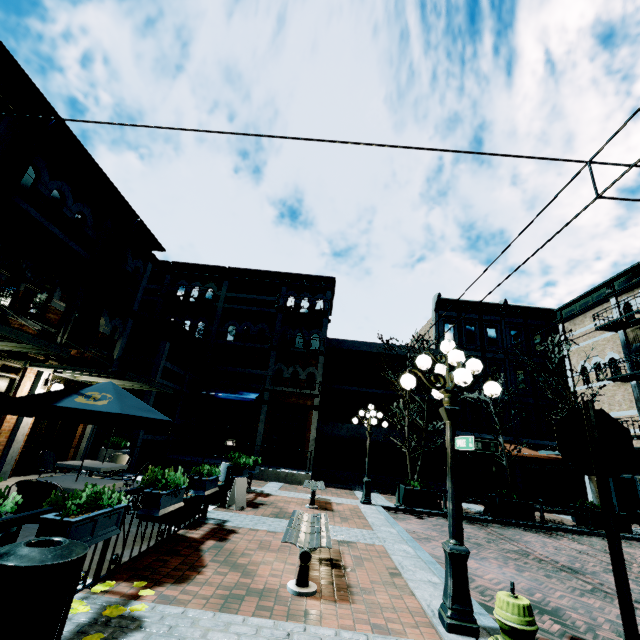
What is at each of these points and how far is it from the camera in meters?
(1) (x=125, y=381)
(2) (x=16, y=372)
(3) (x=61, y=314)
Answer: (1) awning, 10.9 m
(2) building, 9.3 m
(3) building, 10.4 m

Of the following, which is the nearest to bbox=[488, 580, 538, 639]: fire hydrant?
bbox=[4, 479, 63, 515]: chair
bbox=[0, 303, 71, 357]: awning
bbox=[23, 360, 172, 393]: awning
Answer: bbox=[4, 479, 63, 515]: chair

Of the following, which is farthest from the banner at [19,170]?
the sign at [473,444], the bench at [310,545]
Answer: the sign at [473,444]

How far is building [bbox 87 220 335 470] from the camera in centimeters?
1408cm

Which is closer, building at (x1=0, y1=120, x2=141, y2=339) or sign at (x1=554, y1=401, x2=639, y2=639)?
sign at (x1=554, y1=401, x2=639, y2=639)

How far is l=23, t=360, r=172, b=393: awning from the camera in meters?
9.1

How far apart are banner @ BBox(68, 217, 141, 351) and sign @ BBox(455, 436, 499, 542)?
10.9m

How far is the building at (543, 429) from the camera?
21.55m
